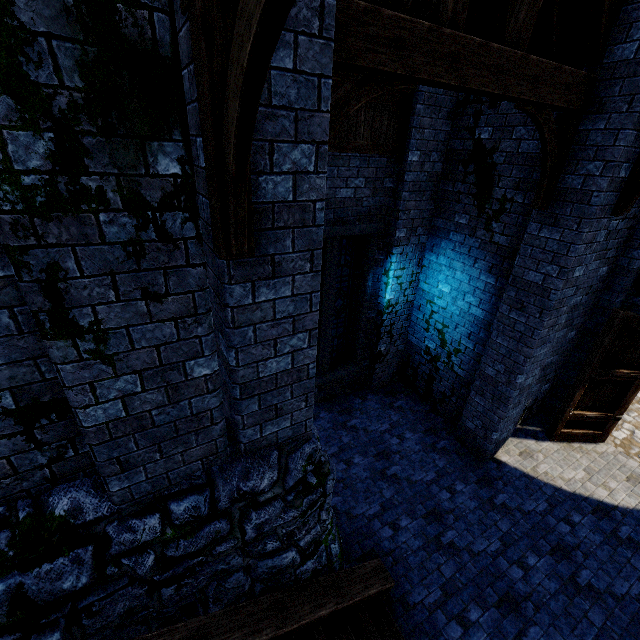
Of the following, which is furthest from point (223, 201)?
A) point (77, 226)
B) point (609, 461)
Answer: point (609, 461)

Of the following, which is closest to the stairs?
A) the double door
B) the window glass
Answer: the window glass

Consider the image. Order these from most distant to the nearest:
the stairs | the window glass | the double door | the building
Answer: the window glass, the double door, the stairs, the building

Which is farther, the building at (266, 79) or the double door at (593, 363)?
the double door at (593, 363)

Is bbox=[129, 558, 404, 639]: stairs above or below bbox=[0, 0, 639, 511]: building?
below

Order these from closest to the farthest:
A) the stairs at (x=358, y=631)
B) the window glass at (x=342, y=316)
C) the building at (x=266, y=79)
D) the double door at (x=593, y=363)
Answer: the building at (x=266, y=79) < the stairs at (x=358, y=631) < the double door at (x=593, y=363) < the window glass at (x=342, y=316)

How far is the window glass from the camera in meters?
7.2 m

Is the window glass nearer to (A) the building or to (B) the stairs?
(A) the building
